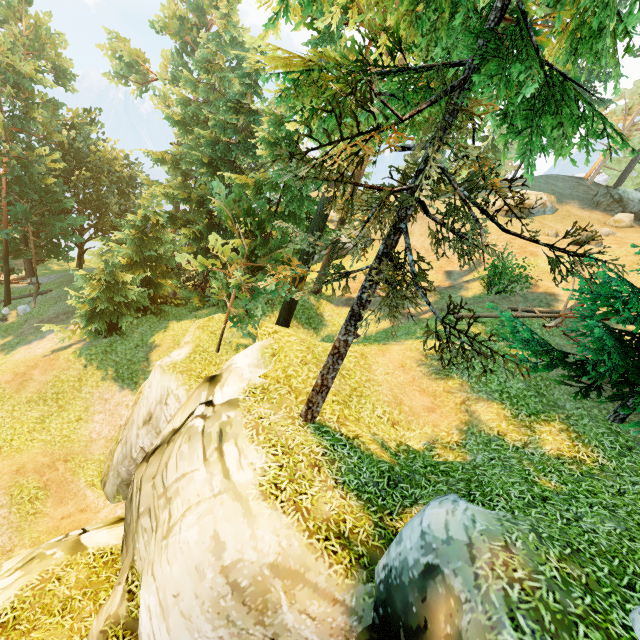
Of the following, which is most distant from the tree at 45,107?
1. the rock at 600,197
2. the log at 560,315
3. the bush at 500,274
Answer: the bush at 500,274

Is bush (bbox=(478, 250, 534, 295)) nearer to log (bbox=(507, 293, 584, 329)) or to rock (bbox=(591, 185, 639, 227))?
log (bbox=(507, 293, 584, 329))

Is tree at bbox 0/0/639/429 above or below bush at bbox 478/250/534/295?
below

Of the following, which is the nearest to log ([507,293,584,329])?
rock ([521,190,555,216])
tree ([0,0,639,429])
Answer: tree ([0,0,639,429])

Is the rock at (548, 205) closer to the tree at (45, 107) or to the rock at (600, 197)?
the rock at (600, 197)

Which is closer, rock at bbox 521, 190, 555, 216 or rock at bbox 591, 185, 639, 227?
rock at bbox 591, 185, 639, 227

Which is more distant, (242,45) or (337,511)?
(242,45)

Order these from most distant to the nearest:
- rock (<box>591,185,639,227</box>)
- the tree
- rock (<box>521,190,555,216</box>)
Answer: rock (<box>521,190,555,216</box>), rock (<box>591,185,639,227</box>), the tree
